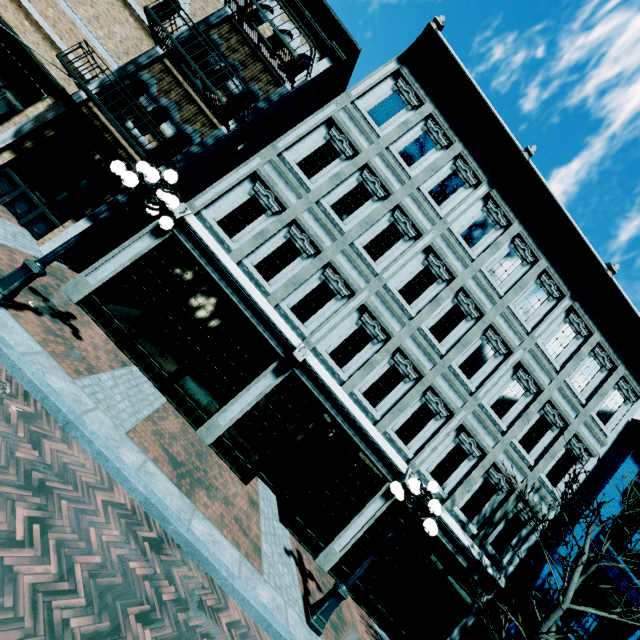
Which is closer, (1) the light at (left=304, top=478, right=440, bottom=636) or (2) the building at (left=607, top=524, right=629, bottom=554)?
(1) the light at (left=304, top=478, right=440, bottom=636)

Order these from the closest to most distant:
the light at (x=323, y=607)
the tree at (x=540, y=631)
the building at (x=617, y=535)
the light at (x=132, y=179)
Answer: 1. the light at (x=132, y=179)
2. the light at (x=323, y=607)
3. the tree at (x=540, y=631)
4. the building at (x=617, y=535)

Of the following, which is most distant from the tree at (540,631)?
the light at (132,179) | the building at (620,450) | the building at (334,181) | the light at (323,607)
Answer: the light at (132,179)

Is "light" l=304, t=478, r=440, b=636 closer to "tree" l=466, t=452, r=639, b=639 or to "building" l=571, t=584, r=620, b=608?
"tree" l=466, t=452, r=639, b=639

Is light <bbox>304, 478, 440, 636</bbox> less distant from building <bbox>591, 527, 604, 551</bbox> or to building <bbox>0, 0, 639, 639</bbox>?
building <bbox>0, 0, 639, 639</bbox>

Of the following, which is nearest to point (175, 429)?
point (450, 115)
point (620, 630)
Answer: point (450, 115)

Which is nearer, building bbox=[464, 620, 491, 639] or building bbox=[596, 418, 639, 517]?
building bbox=[464, 620, 491, 639]

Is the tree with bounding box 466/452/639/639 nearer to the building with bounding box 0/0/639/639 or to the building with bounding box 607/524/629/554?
the building with bounding box 607/524/629/554
